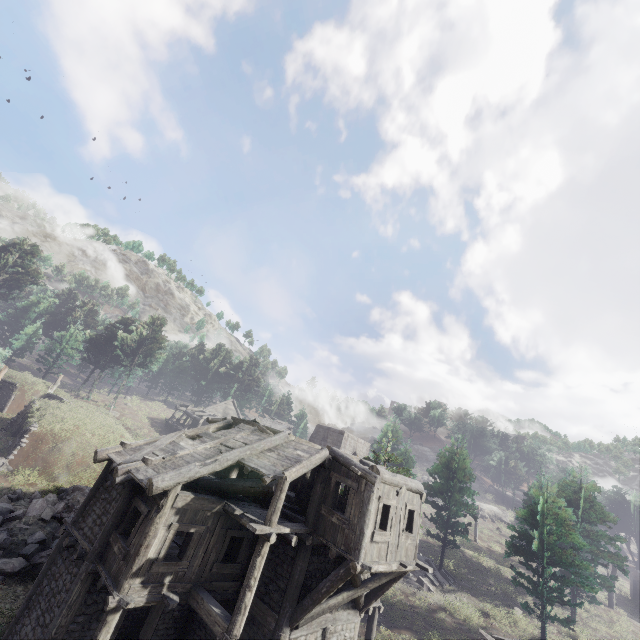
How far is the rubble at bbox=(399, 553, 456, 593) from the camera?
24.3 meters

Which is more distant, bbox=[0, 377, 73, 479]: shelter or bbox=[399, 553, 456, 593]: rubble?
bbox=[399, 553, 456, 593]: rubble

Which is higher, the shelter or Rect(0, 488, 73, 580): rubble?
the shelter

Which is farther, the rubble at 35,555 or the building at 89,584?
the rubble at 35,555

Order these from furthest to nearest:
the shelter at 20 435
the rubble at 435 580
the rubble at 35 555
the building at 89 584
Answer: the rubble at 435 580 → the shelter at 20 435 → the rubble at 35 555 → the building at 89 584

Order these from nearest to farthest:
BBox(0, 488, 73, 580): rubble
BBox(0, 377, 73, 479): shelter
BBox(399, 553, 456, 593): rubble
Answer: BBox(0, 488, 73, 580): rubble, BBox(0, 377, 73, 479): shelter, BBox(399, 553, 456, 593): rubble

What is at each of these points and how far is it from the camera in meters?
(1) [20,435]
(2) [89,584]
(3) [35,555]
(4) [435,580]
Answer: (1) shelter, 23.6 m
(2) building, 10.8 m
(3) rubble, 15.3 m
(4) rubble, 25.0 m

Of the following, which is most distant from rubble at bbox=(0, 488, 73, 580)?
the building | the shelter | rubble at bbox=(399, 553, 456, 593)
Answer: rubble at bbox=(399, 553, 456, 593)
